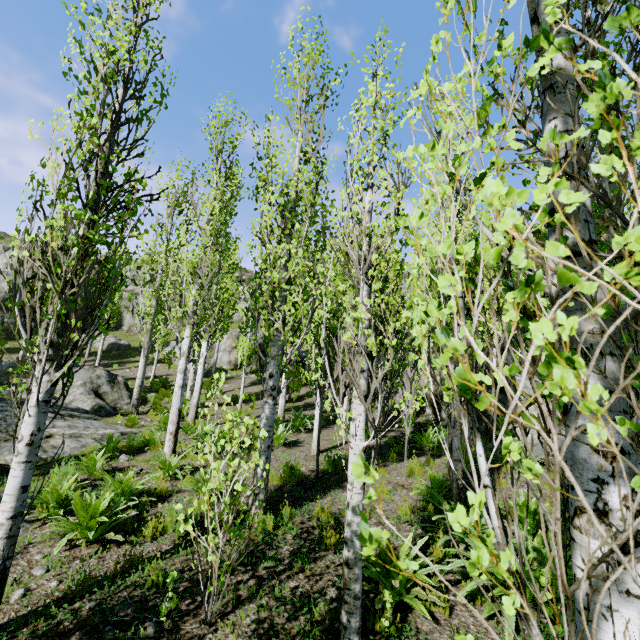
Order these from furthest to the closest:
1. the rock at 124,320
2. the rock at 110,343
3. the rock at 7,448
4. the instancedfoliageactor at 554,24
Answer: the rock at 124,320 < the rock at 110,343 < the rock at 7,448 < the instancedfoliageactor at 554,24

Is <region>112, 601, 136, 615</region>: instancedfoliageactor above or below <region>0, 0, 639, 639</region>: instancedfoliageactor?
below

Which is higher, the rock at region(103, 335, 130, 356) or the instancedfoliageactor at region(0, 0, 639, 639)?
the rock at region(103, 335, 130, 356)

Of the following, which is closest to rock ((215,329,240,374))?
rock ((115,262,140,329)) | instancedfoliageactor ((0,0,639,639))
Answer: Result: instancedfoliageactor ((0,0,639,639))

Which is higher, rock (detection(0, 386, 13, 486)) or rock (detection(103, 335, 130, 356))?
rock (detection(103, 335, 130, 356))

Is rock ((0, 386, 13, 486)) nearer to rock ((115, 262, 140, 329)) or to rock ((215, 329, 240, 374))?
rock ((215, 329, 240, 374))

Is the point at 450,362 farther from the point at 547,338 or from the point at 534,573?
the point at 534,573

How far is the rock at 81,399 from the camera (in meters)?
8.79
